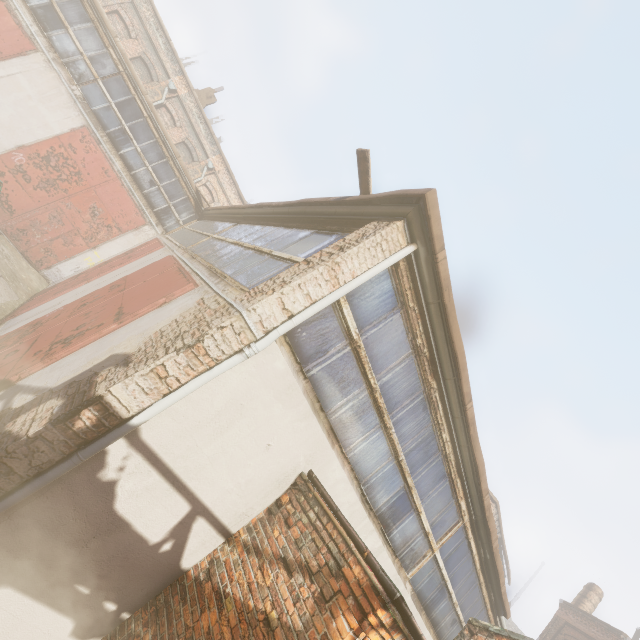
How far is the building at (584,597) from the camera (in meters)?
21.30

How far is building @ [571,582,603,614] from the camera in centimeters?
2130cm

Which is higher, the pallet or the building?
the building

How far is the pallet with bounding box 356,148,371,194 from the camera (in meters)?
Answer: 4.21

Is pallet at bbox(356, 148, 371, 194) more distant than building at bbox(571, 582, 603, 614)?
No

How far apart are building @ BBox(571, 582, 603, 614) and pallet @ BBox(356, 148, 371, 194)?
31.5 meters

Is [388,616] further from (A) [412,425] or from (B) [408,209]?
(B) [408,209]

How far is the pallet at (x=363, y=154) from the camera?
4.2m
